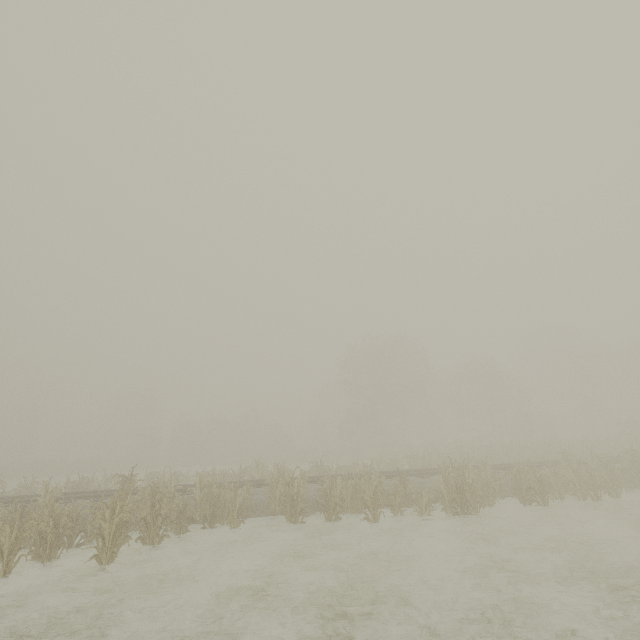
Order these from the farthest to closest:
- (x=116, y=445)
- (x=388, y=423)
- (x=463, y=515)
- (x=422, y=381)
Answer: (x=116, y=445), (x=388, y=423), (x=422, y=381), (x=463, y=515)
